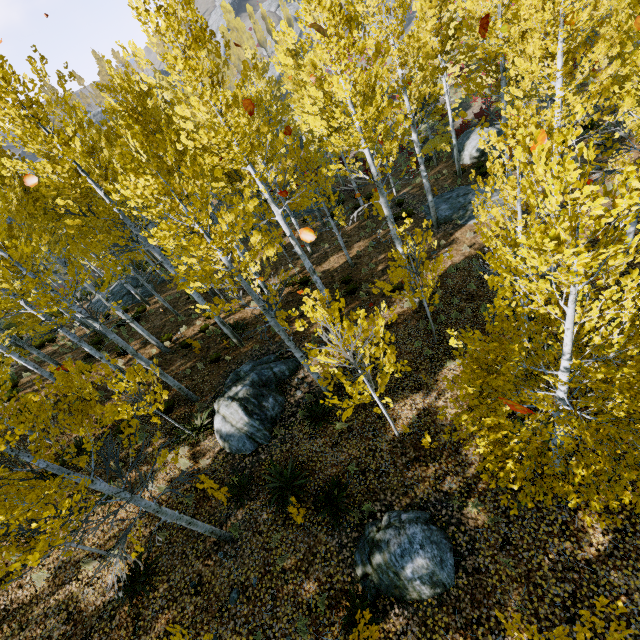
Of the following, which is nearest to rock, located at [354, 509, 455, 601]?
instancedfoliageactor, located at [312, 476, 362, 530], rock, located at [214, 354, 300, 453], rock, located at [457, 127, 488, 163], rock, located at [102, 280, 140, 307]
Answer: instancedfoliageactor, located at [312, 476, 362, 530]

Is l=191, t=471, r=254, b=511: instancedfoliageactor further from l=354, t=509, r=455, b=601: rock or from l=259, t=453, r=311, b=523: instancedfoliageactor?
l=354, t=509, r=455, b=601: rock

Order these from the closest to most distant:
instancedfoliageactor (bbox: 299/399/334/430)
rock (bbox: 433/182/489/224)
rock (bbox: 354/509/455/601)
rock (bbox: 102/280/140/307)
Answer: rock (bbox: 354/509/455/601) → instancedfoliageactor (bbox: 299/399/334/430) → rock (bbox: 433/182/489/224) → rock (bbox: 102/280/140/307)

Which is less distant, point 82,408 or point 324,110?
point 82,408

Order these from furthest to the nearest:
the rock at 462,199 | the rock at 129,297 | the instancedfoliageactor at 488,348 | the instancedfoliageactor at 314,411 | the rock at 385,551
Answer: the rock at 129,297 < the rock at 462,199 < the instancedfoliageactor at 314,411 < the rock at 385,551 < the instancedfoliageactor at 488,348

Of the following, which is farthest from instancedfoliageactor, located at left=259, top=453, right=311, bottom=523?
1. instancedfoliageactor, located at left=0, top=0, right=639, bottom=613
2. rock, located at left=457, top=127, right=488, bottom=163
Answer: rock, located at left=457, top=127, right=488, bottom=163

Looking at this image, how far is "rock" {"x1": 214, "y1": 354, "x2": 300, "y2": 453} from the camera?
9.7m

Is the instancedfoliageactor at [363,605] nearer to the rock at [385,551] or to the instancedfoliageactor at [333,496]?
the instancedfoliageactor at [333,496]
